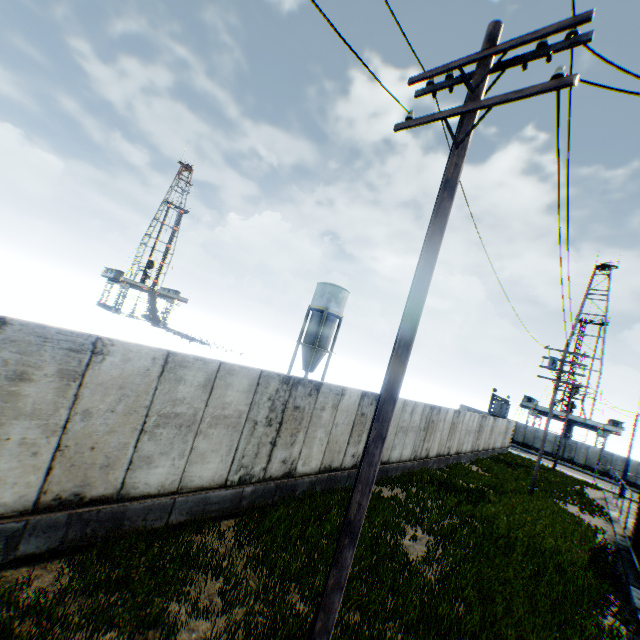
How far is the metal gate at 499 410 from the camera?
41.8 meters

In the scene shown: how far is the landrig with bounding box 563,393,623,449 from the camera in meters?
49.2 m

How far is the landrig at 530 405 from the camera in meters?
55.0 m

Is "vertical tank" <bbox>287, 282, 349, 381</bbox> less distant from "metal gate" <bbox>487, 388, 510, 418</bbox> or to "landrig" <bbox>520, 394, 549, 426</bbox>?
"metal gate" <bbox>487, 388, 510, 418</bbox>

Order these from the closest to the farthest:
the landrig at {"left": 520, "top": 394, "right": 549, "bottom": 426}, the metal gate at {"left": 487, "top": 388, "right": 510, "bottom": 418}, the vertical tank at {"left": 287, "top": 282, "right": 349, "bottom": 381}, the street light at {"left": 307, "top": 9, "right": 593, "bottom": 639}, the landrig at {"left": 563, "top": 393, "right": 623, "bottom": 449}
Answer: the street light at {"left": 307, "top": 9, "right": 593, "bottom": 639} < the vertical tank at {"left": 287, "top": 282, "right": 349, "bottom": 381} < the metal gate at {"left": 487, "top": 388, "right": 510, "bottom": 418} < the landrig at {"left": 563, "top": 393, "right": 623, "bottom": 449} < the landrig at {"left": 520, "top": 394, "right": 549, "bottom": 426}

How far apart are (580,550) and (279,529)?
12.68m

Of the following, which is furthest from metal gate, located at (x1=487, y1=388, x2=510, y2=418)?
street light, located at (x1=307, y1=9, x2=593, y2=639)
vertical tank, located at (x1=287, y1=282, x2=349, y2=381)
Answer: street light, located at (x1=307, y1=9, x2=593, y2=639)
